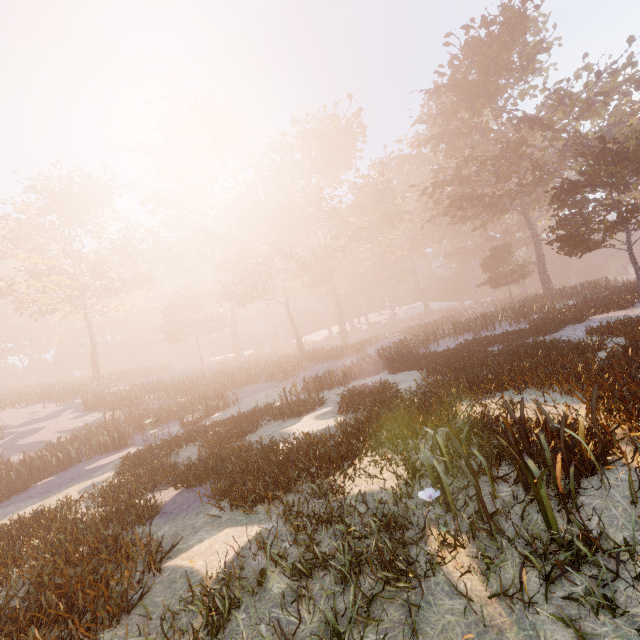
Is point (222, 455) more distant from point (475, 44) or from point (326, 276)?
point (326, 276)
